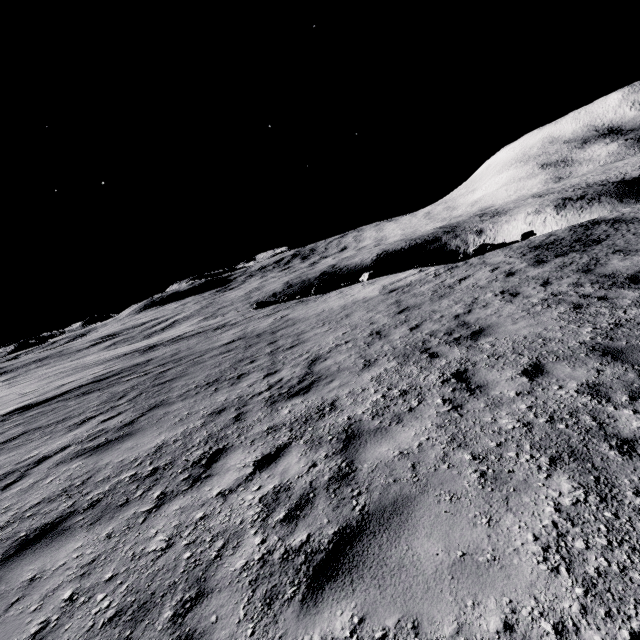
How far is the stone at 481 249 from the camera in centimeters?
2098cm

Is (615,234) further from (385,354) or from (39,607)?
(39,607)

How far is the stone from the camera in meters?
21.0 m
